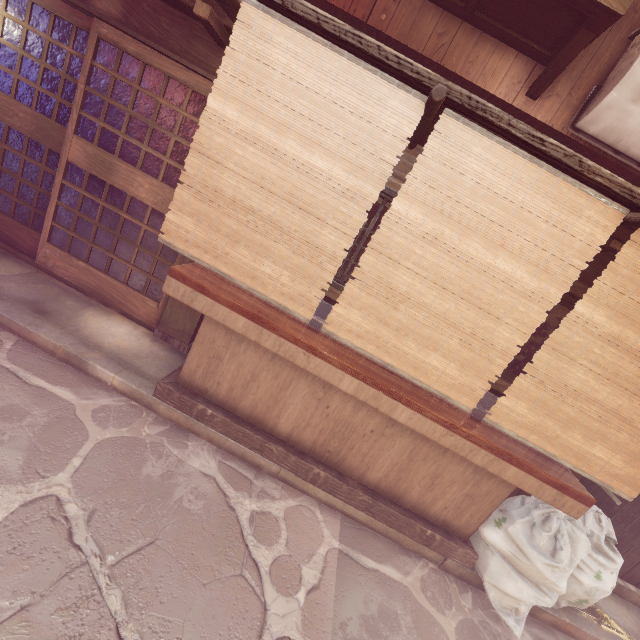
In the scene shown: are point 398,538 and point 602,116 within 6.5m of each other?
no

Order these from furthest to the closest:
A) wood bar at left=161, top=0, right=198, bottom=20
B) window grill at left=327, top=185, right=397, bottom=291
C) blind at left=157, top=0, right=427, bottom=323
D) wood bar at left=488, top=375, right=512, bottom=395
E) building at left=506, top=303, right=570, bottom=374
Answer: building at left=506, top=303, right=570, bottom=374 → wood bar at left=488, top=375, right=512, bottom=395 → window grill at left=327, top=185, right=397, bottom=291 → wood bar at left=161, top=0, right=198, bottom=20 → blind at left=157, top=0, right=427, bottom=323

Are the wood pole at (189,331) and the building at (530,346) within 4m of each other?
no

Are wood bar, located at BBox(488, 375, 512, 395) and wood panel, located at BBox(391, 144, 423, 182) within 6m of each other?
yes

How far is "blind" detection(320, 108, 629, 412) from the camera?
3.7m

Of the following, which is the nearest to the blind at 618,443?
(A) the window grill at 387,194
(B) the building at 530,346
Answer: (B) the building at 530,346

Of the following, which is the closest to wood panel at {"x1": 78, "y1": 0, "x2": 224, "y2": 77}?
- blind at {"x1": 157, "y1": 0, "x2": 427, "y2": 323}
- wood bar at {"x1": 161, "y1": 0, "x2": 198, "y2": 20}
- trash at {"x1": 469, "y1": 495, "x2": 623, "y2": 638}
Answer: wood bar at {"x1": 161, "y1": 0, "x2": 198, "y2": 20}

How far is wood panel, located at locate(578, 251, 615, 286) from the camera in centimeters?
586cm
